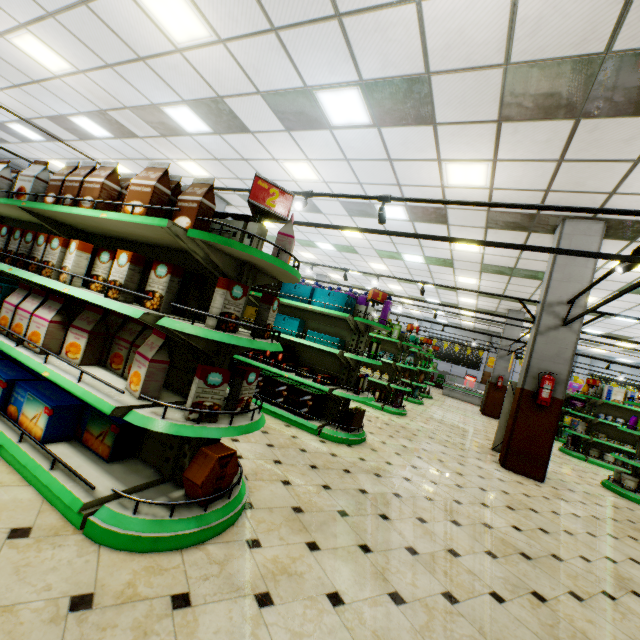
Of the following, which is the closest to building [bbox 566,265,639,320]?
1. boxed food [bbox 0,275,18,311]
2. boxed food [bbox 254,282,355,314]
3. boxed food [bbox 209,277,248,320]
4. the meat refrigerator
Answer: the meat refrigerator

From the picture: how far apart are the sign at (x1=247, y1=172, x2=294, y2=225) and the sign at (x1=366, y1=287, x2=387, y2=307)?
3.08m

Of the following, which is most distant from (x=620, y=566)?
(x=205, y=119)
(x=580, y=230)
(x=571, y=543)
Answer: (x=205, y=119)

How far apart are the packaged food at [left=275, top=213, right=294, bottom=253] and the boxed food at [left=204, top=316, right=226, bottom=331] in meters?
0.4 m

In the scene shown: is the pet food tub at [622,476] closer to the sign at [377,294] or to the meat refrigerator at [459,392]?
the sign at [377,294]

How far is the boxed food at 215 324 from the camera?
2.11m

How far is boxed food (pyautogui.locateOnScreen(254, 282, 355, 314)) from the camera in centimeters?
517cm

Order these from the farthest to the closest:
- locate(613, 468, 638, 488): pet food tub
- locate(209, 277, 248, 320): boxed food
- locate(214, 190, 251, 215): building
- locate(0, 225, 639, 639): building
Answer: locate(214, 190, 251, 215): building
locate(613, 468, 638, 488): pet food tub
locate(209, 277, 248, 320): boxed food
locate(0, 225, 639, 639): building
